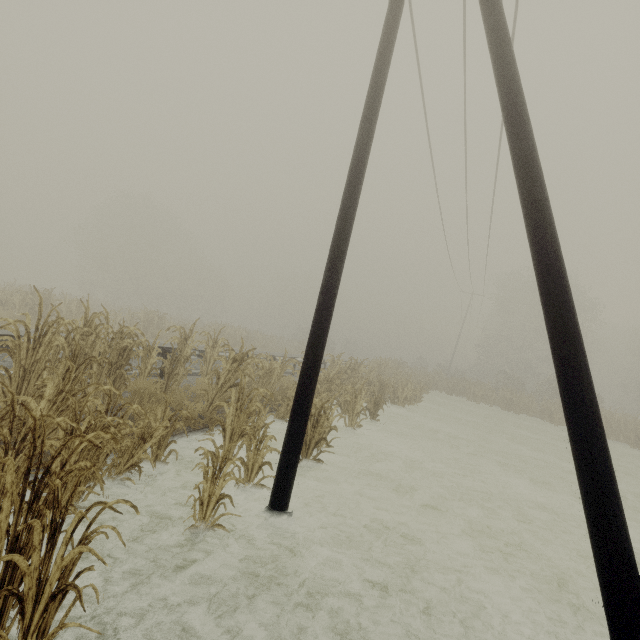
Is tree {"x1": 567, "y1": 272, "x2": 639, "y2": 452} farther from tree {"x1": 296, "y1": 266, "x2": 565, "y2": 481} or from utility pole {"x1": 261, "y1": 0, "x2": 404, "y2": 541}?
utility pole {"x1": 261, "y1": 0, "x2": 404, "y2": 541}

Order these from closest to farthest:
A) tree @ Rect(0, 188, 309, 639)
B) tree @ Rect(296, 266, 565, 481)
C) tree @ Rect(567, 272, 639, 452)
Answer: tree @ Rect(0, 188, 309, 639) → tree @ Rect(296, 266, 565, 481) → tree @ Rect(567, 272, 639, 452)

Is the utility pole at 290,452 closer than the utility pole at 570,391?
No

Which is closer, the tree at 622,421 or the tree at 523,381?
the tree at 523,381

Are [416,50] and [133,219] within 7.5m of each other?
no

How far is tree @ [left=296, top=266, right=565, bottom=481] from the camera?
9.38m

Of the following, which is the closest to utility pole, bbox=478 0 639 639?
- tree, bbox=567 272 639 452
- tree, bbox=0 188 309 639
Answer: tree, bbox=0 188 309 639
